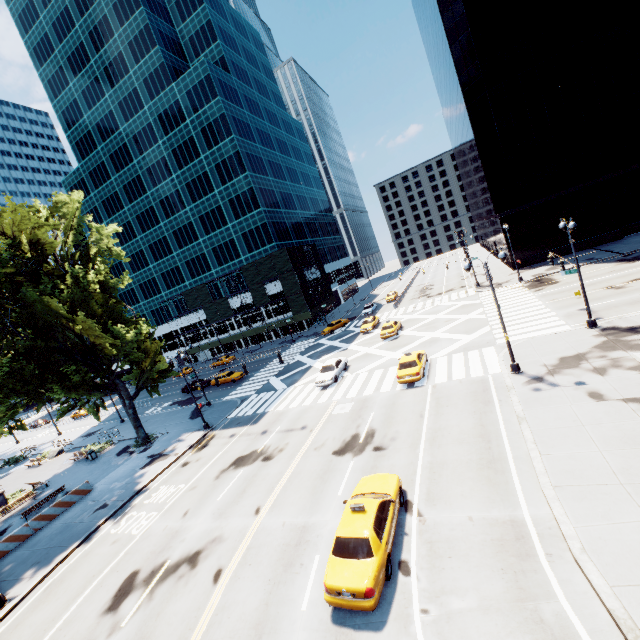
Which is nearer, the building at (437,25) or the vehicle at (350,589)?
the vehicle at (350,589)

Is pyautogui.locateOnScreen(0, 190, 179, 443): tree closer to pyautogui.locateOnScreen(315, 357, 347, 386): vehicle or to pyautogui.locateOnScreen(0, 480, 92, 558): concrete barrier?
pyautogui.locateOnScreen(0, 480, 92, 558): concrete barrier

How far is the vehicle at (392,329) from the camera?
35.8m

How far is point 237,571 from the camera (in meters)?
12.57

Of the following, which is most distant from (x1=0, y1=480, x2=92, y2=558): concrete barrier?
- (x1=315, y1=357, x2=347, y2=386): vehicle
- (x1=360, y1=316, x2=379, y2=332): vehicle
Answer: (x1=360, y1=316, x2=379, y2=332): vehicle

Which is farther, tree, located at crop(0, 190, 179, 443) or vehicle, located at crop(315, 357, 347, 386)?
vehicle, located at crop(315, 357, 347, 386)

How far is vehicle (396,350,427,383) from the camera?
22.5 meters

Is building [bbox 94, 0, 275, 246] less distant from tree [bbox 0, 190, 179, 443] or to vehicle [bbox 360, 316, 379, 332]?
vehicle [bbox 360, 316, 379, 332]
